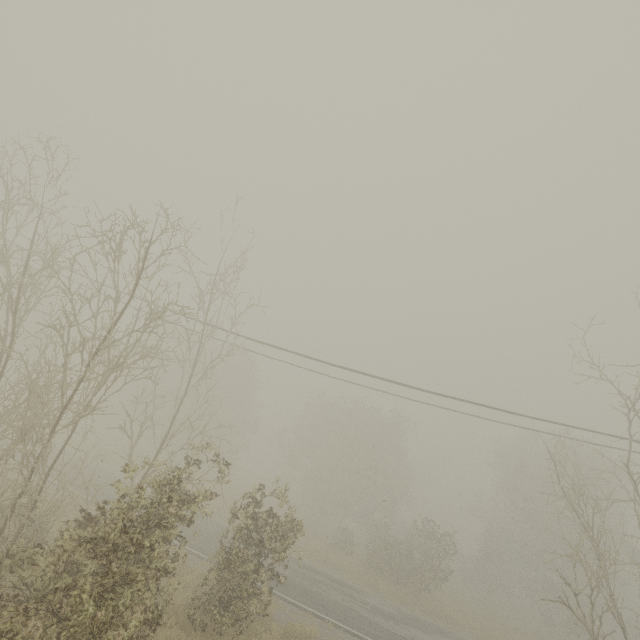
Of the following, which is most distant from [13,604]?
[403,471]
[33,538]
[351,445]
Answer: [403,471]
